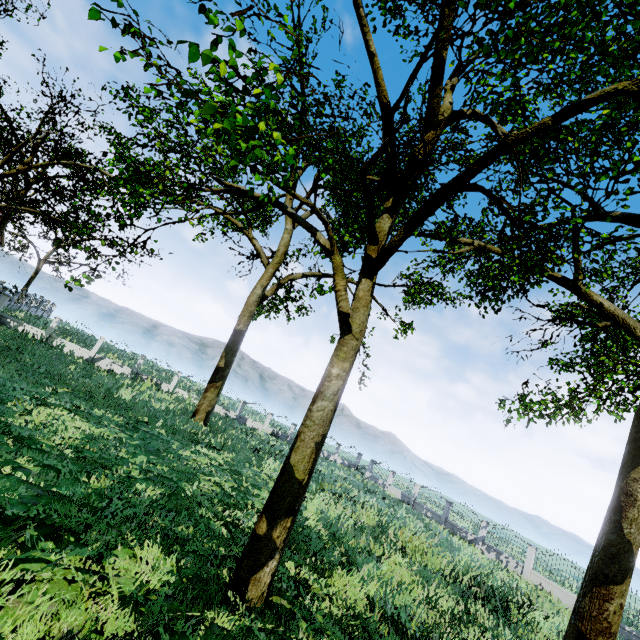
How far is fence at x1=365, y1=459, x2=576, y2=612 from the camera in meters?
18.8 m

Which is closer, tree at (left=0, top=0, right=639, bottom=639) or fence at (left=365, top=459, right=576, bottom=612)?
tree at (left=0, top=0, right=639, bottom=639)

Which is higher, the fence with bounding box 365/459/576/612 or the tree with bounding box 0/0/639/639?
the tree with bounding box 0/0/639/639

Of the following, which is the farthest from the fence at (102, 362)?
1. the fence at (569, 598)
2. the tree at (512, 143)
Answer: the fence at (569, 598)

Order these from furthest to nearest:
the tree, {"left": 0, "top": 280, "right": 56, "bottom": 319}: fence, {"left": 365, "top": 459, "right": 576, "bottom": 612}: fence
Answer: {"left": 0, "top": 280, "right": 56, "bottom": 319}: fence → {"left": 365, "top": 459, "right": 576, "bottom": 612}: fence → the tree

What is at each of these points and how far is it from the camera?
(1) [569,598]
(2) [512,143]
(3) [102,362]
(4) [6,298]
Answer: (1) fence, 18.2 meters
(2) tree, 6.9 meters
(3) fence, 25.2 meters
(4) fence, 22.5 meters

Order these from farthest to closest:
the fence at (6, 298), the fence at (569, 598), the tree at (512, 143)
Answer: the fence at (6, 298), the fence at (569, 598), the tree at (512, 143)

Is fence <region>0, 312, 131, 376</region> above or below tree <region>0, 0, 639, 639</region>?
below
